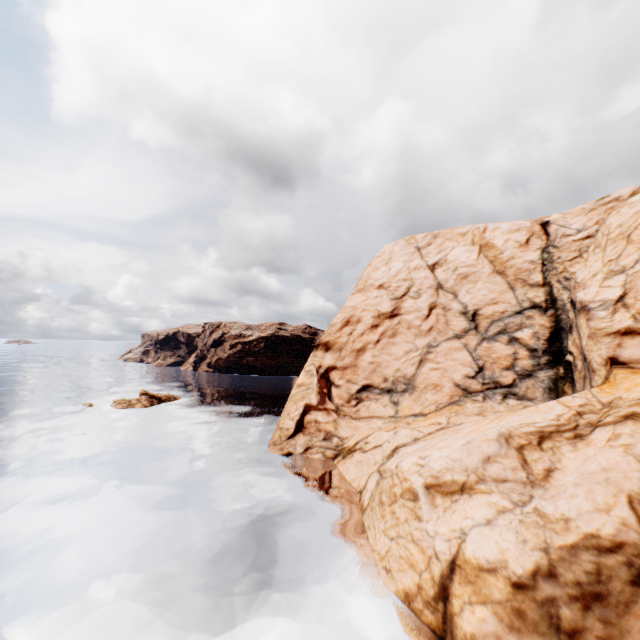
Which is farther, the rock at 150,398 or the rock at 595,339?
the rock at 150,398

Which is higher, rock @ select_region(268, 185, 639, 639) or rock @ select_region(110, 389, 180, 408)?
rock @ select_region(268, 185, 639, 639)

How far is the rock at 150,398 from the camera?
48.2 meters

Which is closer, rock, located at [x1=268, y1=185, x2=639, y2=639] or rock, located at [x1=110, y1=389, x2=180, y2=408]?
rock, located at [x1=268, y1=185, x2=639, y2=639]

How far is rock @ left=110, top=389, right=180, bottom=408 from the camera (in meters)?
48.22

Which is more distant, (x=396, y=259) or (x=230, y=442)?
(x=396, y=259)
